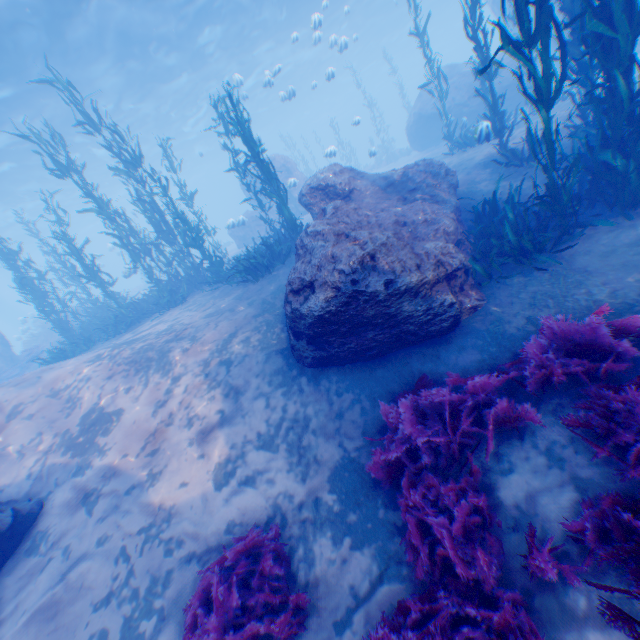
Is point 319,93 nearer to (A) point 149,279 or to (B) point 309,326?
(A) point 149,279

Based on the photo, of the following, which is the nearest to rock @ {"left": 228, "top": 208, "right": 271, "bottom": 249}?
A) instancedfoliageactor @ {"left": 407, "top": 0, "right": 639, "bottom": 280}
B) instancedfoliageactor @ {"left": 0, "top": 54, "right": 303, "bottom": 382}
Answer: instancedfoliageactor @ {"left": 0, "top": 54, "right": 303, "bottom": 382}

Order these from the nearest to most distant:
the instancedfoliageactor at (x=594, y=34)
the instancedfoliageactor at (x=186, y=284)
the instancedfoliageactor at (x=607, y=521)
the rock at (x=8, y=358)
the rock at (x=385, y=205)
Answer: the instancedfoliageactor at (x=607, y=521)
the instancedfoliageactor at (x=594, y=34)
the rock at (x=385, y=205)
the instancedfoliageactor at (x=186, y=284)
the rock at (x=8, y=358)

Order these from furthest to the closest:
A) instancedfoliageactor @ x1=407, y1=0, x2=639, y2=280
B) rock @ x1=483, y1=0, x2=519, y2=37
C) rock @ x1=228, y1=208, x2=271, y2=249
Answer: rock @ x1=483, y1=0, x2=519, y2=37 < rock @ x1=228, y1=208, x2=271, y2=249 < instancedfoliageactor @ x1=407, y1=0, x2=639, y2=280

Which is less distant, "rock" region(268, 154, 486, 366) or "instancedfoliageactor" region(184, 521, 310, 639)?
"instancedfoliageactor" region(184, 521, 310, 639)

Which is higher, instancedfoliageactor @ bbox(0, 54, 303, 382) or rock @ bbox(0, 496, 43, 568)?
instancedfoliageactor @ bbox(0, 54, 303, 382)

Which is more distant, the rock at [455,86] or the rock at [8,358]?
the rock at [8,358]
